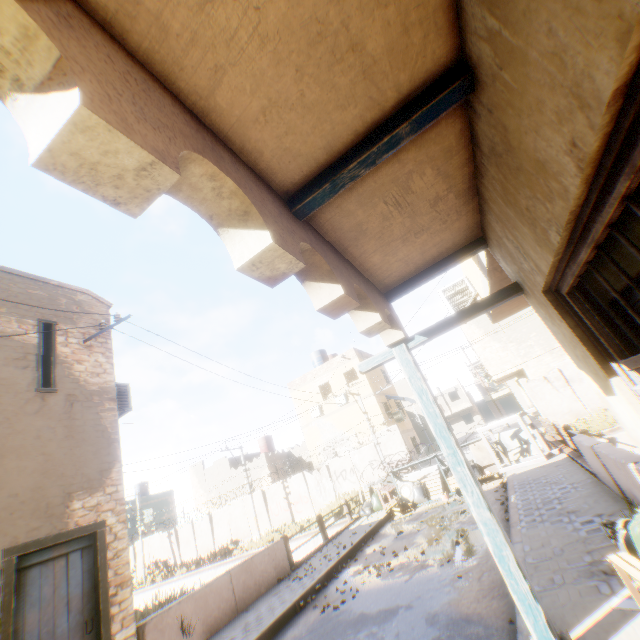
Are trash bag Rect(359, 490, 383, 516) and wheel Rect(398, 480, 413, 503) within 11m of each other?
yes

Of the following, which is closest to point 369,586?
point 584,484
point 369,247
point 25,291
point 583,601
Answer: point 583,601

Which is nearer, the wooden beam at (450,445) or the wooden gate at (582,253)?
the wooden gate at (582,253)

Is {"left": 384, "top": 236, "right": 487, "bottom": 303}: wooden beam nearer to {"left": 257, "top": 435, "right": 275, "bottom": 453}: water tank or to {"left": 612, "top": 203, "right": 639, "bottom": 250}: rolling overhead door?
{"left": 612, "top": 203, "right": 639, "bottom": 250}: rolling overhead door

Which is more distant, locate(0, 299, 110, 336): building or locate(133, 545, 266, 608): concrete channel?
locate(133, 545, 266, 608): concrete channel

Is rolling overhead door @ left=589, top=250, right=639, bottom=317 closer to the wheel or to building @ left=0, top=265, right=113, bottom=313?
building @ left=0, top=265, right=113, bottom=313

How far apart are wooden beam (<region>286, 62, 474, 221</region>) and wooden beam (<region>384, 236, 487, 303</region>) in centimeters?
215cm

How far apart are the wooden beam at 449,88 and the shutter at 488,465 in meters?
14.4 m
